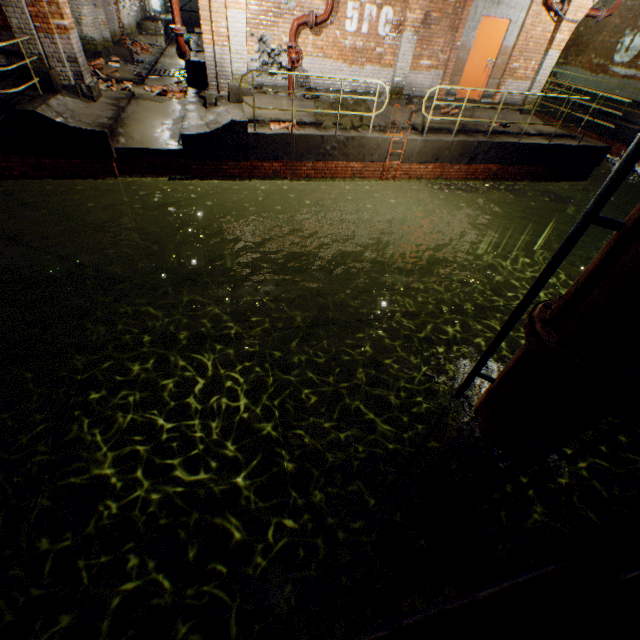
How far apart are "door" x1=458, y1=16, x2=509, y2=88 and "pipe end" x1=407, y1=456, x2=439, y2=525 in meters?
11.7

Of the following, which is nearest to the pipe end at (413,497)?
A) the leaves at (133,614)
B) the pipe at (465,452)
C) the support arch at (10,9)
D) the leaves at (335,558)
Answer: the pipe at (465,452)

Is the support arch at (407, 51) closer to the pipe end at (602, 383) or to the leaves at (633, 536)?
the pipe end at (602, 383)

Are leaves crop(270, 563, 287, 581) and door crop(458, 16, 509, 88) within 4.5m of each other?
no

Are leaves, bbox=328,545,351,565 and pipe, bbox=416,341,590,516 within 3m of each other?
yes

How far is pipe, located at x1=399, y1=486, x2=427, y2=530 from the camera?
6.3m

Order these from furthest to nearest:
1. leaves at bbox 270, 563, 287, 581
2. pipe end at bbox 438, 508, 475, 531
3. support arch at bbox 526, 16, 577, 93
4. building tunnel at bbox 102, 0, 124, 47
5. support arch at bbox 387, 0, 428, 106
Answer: building tunnel at bbox 102, 0, 124, 47
support arch at bbox 526, 16, 577, 93
support arch at bbox 387, 0, 428, 106
pipe end at bbox 438, 508, 475, 531
leaves at bbox 270, 563, 287, 581

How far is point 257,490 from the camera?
7.1m
